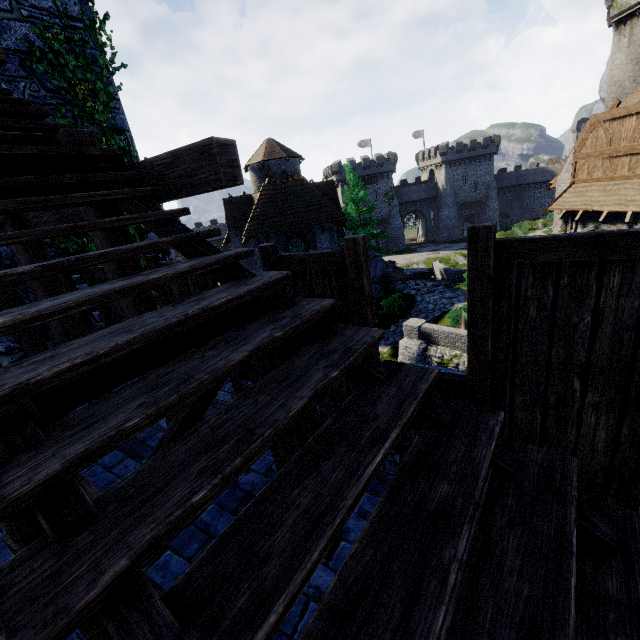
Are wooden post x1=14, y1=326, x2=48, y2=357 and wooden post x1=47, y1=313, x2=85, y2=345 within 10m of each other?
yes

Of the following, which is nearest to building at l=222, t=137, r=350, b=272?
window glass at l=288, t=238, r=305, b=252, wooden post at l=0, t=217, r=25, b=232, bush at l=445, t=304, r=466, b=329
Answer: window glass at l=288, t=238, r=305, b=252

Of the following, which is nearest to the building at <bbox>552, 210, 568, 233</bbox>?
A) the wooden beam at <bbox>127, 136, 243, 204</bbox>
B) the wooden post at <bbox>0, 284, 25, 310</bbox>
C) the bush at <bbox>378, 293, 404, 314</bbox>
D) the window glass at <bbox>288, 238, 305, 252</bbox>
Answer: the bush at <bbox>378, 293, 404, 314</bbox>

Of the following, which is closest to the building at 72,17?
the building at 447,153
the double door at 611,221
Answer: the double door at 611,221

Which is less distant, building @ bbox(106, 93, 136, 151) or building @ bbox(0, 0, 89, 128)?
building @ bbox(0, 0, 89, 128)

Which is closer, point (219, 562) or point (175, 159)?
point (219, 562)

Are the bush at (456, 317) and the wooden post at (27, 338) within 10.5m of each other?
no

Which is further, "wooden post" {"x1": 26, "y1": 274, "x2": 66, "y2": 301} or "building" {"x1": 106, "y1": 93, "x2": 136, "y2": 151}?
"building" {"x1": 106, "y1": 93, "x2": 136, "y2": 151}
